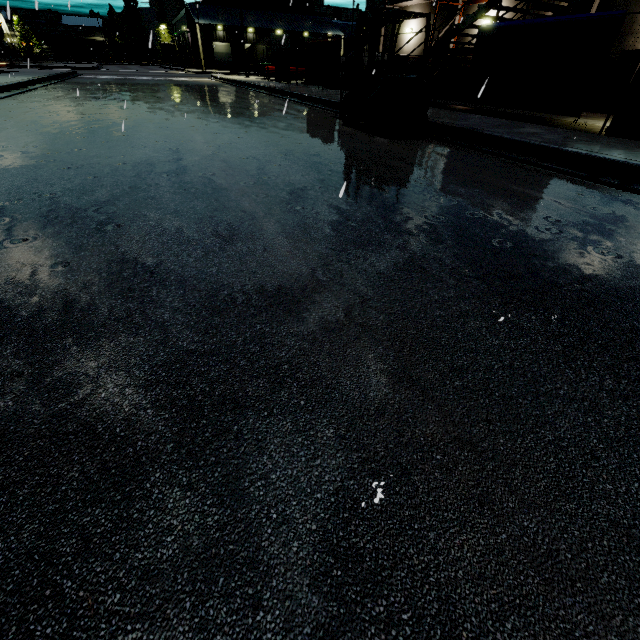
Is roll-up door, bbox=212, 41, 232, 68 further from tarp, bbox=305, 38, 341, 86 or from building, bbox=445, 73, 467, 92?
tarp, bbox=305, 38, 341, 86

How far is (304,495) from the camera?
1.19m

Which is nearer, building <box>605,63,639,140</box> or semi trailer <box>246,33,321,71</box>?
building <box>605,63,639,140</box>

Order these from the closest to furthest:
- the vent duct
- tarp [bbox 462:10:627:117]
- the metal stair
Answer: tarp [bbox 462:10:627:117] < the metal stair < the vent duct

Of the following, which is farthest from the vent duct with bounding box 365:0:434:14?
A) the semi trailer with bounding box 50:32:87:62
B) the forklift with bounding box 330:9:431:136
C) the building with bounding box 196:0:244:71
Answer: the forklift with bounding box 330:9:431:136

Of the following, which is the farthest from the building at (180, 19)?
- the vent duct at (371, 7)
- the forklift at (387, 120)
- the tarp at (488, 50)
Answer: the forklift at (387, 120)

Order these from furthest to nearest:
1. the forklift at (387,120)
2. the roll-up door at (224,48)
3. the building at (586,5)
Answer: the roll-up door at (224,48)
the building at (586,5)
the forklift at (387,120)

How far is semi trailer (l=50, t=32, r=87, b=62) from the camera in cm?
5019
